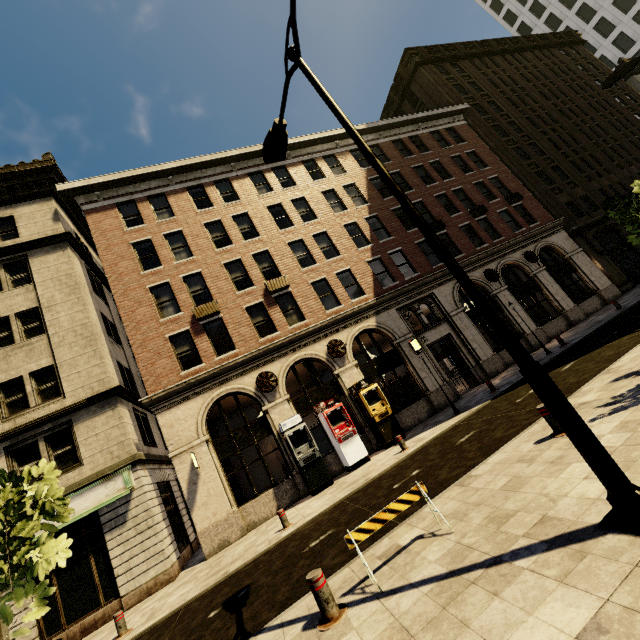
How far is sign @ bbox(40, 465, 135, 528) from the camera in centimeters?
1210cm

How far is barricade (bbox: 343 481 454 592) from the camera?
4.6 meters

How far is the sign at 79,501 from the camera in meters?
12.1

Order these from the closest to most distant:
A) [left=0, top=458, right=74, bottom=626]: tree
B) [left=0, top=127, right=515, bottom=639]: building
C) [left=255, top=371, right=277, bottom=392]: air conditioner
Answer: [left=0, top=458, right=74, bottom=626]: tree < [left=0, top=127, right=515, bottom=639]: building < [left=255, top=371, right=277, bottom=392]: air conditioner

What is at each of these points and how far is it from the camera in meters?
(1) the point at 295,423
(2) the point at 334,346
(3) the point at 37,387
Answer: (1) atm, 14.1
(2) air conditioner, 16.9
(3) building, 14.1

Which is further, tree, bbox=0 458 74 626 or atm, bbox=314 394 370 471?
atm, bbox=314 394 370 471

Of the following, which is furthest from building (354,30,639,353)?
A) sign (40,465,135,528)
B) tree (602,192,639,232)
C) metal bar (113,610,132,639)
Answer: tree (602,192,639,232)

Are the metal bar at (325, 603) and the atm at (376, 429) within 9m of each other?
no
